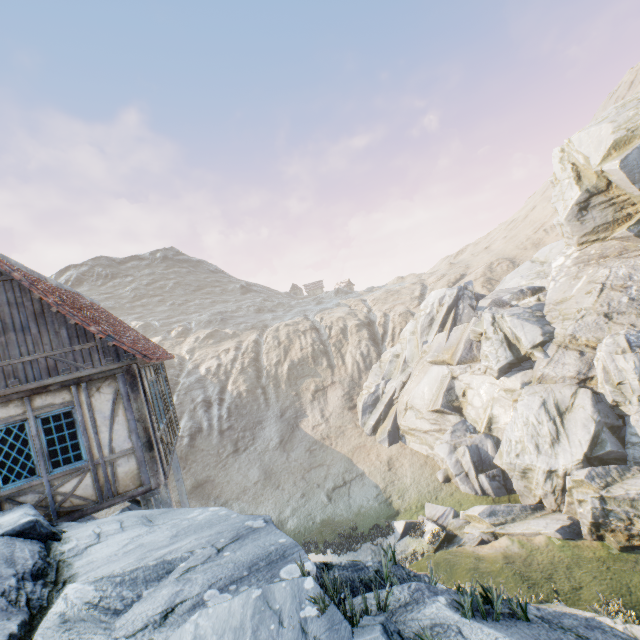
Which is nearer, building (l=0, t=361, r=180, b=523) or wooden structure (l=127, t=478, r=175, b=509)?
building (l=0, t=361, r=180, b=523)

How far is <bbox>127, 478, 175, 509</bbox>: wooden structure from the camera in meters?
8.0

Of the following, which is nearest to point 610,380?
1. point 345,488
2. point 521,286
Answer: point 521,286

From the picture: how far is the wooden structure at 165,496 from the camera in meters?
A: 8.0 m

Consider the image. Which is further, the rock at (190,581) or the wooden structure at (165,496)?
the wooden structure at (165,496)

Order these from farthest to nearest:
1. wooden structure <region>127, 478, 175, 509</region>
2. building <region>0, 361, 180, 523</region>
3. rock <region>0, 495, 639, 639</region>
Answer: wooden structure <region>127, 478, 175, 509</region>, building <region>0, 361, 180, 523</region>, rock <region>0, 495, 639, 639</region>

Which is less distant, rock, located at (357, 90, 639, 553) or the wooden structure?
the wooden structure
